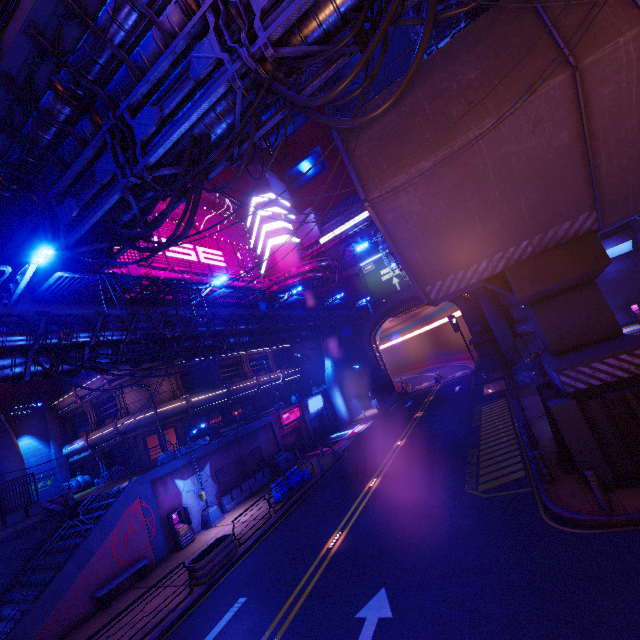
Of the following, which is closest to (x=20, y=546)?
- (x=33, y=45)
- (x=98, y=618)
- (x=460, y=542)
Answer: (x=98, y=618)

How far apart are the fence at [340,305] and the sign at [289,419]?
9.92m

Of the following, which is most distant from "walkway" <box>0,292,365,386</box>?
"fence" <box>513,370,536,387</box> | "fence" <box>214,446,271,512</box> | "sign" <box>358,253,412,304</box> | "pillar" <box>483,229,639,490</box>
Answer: "fence" <box>513,370,536,387</box>

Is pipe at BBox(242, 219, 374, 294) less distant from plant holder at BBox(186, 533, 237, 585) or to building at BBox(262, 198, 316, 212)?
building at BBox(262, 198, 316, 212)

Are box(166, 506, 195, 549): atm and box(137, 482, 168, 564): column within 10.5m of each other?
yes

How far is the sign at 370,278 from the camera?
41.0m

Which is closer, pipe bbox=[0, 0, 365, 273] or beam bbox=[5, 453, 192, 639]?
pipe bbox=[0, 0, 365, 273]

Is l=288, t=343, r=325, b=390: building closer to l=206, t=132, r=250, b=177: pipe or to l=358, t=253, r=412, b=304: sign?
l=206, t=132, r=250, b=177: pipe
